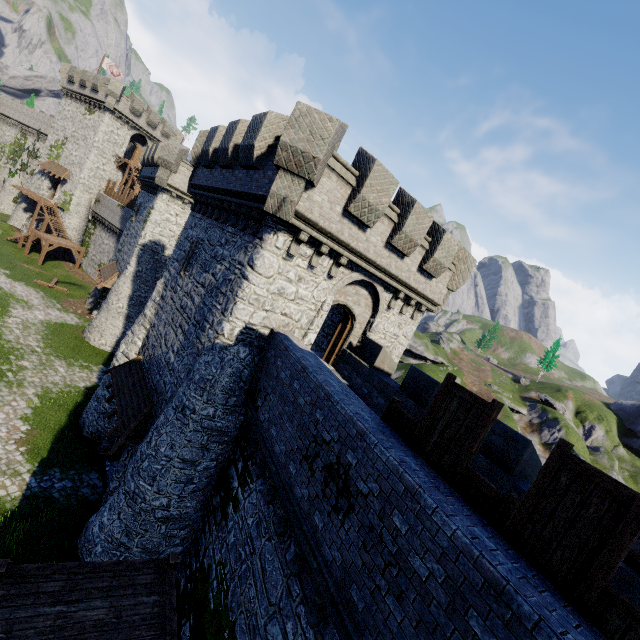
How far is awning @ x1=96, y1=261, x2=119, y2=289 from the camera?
27.0m

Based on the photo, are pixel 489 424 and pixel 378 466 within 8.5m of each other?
yes

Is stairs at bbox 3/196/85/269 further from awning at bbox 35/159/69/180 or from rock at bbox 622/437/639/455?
rock at bbox 622/437/639/455

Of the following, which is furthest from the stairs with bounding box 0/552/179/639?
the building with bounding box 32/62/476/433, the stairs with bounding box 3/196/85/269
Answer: the stairs with bounding box 3/196/85/269

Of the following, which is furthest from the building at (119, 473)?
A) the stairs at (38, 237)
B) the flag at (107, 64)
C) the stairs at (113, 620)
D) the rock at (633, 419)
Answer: the rock at (633, 419)

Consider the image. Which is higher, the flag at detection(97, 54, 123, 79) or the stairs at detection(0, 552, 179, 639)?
the flag at detection(97, 54, 123, 79)

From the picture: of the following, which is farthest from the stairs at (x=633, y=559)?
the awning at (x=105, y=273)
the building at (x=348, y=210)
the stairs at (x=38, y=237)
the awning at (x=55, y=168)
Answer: the awning at (x=55, y=168)

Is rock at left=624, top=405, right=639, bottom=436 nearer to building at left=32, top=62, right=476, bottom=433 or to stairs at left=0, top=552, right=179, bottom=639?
building at left=32, top=62, right=476, bottom=433
